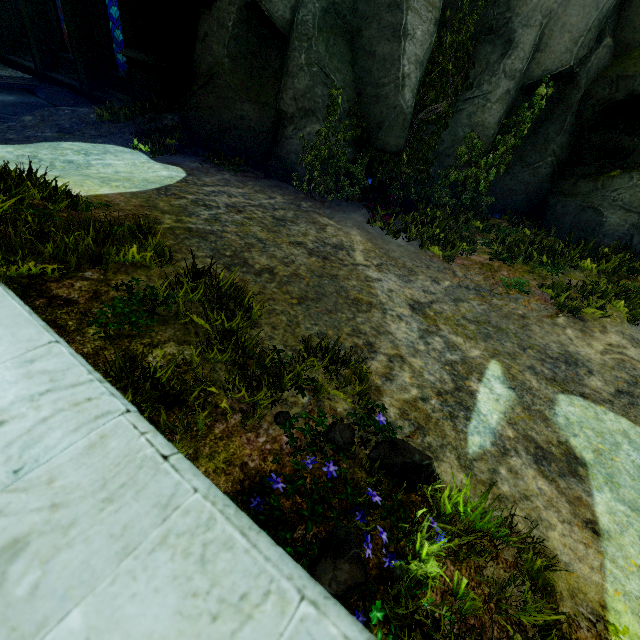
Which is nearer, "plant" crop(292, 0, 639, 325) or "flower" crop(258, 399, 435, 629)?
"flower" crop(258, 399, 435, 629)

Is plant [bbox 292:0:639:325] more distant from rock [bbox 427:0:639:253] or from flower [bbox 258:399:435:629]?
flower [bbox 258:399:435:629]

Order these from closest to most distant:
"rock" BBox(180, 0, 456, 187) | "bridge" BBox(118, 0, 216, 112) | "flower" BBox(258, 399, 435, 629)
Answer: "flower" BBox(258, 399, 435, 629), "rock" BBox(180, 0, 456, 187), "bridge" BBox(118, 0, 216, 112)

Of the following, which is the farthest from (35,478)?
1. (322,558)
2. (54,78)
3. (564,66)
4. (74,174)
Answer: (54,78)

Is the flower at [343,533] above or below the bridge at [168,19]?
below

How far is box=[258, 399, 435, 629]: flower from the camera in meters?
1.9 m

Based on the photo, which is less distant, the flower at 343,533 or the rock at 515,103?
the flower at 343,533
